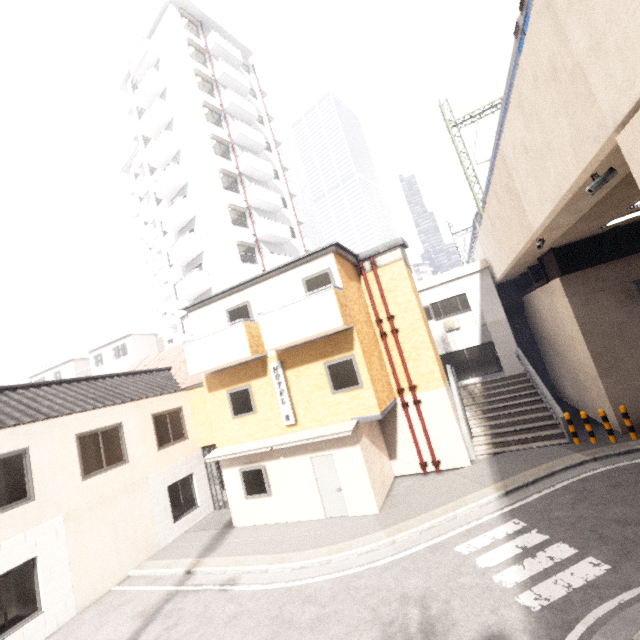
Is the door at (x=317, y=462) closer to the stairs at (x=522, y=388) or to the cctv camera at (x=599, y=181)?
the stairs at (x=522, y=388)

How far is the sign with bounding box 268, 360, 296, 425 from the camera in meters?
11.7 m

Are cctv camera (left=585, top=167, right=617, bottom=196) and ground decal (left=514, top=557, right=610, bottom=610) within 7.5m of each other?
yes

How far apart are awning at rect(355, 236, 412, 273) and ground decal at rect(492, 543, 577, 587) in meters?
9.4 m

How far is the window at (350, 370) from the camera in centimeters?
1091cm

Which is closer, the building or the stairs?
the stairs

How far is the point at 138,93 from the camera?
27.7 meters

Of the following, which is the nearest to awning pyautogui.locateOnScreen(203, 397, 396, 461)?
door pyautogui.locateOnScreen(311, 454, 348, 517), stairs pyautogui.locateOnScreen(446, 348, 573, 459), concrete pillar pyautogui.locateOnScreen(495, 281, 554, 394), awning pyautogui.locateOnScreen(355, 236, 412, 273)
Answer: door pyautogui.locateOnScreen(311, 454, 348, 517)
